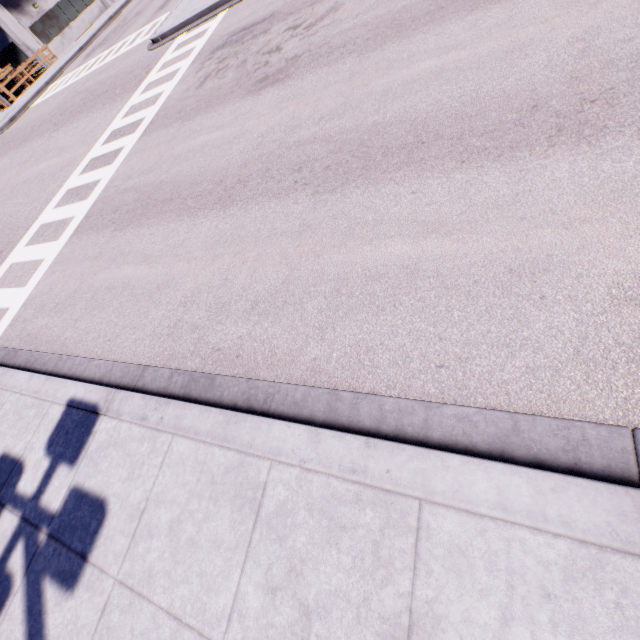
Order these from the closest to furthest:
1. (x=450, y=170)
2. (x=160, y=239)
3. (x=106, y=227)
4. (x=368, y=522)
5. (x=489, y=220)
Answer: (x=368, y=522) → (x=489, y=220) → (x=450, y=170) → (x=160, y=239) → (x=106, y=227)
